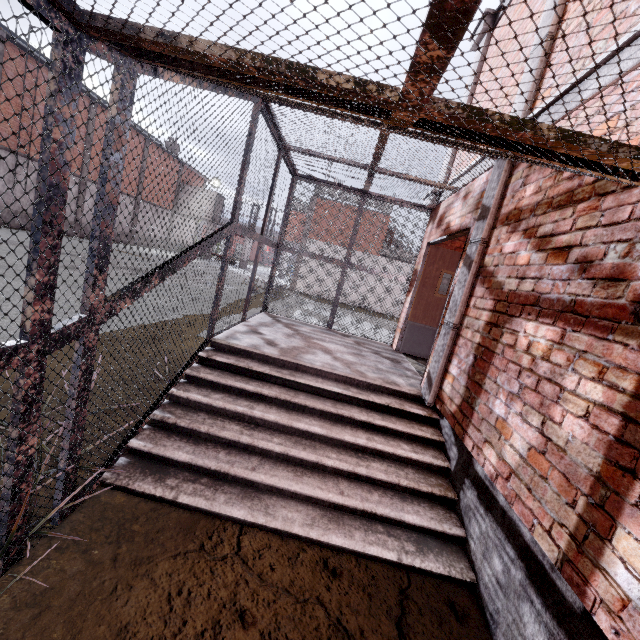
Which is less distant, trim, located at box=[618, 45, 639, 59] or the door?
trim, located at box=[618, 45, 639, 59]

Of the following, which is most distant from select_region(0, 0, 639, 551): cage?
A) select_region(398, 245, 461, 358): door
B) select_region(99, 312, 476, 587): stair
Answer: select_region(398, 245, 461, 358): door

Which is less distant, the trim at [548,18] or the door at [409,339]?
the trim at [548,18]

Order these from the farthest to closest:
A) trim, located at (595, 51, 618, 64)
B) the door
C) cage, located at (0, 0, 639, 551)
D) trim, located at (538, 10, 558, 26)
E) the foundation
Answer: the door → trim, located at (538, 10, 558, 26) → trim, located at (595, 51, 618, 64) → the foundation → cage, located at (0, 0, 639, 551)

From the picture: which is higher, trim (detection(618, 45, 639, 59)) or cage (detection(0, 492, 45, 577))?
trim (detection(618, 45, 639, 59))

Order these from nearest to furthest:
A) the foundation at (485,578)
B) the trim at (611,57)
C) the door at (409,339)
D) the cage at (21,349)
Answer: the cage at (21,349) → the foundation at (485,578) → the trim at (611,57) → the door at (409,339)

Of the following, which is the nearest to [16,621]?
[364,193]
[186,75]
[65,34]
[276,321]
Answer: [65,34]

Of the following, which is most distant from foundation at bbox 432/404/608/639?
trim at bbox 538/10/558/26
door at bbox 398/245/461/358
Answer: door at bbox 398/245/461/358
